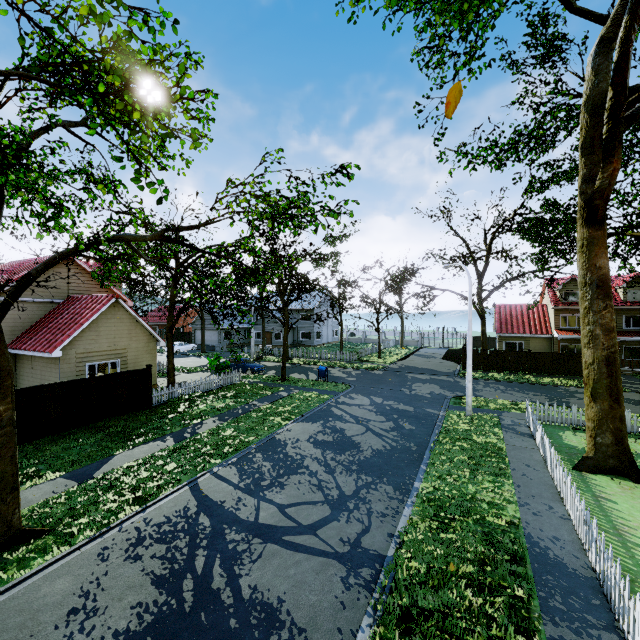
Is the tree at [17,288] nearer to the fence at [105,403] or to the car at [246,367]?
the fence at [105,403]

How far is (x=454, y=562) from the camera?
7.1 meters

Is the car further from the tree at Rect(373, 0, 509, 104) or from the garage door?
the garage door

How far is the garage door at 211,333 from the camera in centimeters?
4919cm

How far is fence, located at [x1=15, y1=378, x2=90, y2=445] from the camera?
13.22m

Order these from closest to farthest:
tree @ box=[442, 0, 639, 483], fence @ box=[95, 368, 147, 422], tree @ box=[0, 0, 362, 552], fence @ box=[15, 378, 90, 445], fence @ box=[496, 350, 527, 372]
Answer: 1. tree @ box=[0, 0, 362, 552]
2. tree @ box=[442, 0, 639, 483]
3. fence @ box=[15, 378, 90, 445]
4. fence @ box=[95, 368, 147, 422]
5. fence @ box=[496, 350, 527, 372]

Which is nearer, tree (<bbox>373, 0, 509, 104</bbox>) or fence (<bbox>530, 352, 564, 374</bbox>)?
tree (<bbox>373, 0, 509, 104</bbox>)

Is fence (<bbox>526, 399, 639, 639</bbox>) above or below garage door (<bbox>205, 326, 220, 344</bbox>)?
below
